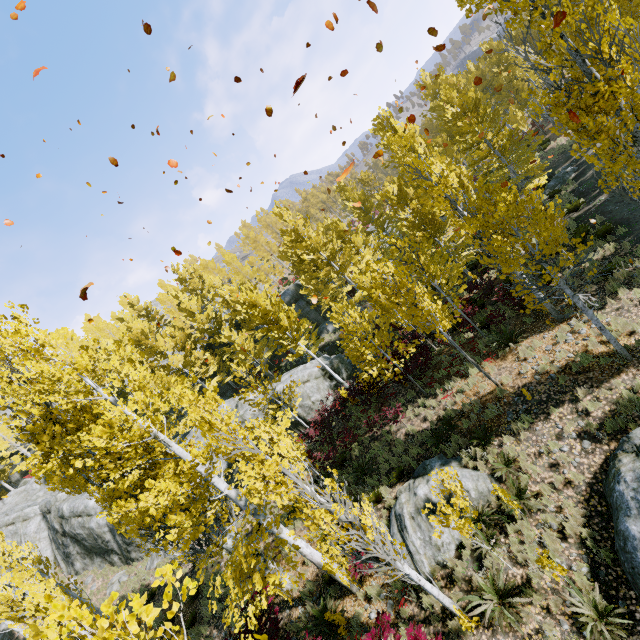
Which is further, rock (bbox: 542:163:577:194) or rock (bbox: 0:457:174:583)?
rock (bbox: 0:457:174:583)

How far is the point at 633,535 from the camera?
6.14m

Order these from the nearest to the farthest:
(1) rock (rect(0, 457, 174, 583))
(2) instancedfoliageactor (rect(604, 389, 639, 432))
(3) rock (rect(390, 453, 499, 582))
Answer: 1. (2) instancedfoliageactor (rect(604, 389, 639, 432))
2. (3) rock (rect(390, 453, 499, 582))
3. (1) rock (rect(0, 457, 174, 583))

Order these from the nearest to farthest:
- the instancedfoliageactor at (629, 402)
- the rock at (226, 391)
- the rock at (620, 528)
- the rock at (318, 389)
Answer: the rock at (620, 528) → the instancedfoliageactor at (629, 402) → the rock at (318, 389) → the rock at (226, 391)

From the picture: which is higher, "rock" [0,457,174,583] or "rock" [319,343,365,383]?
"rock" [0,457,174,583]

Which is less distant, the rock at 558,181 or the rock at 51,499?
the rock at 558,181

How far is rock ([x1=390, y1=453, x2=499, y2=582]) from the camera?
8.9 meters
